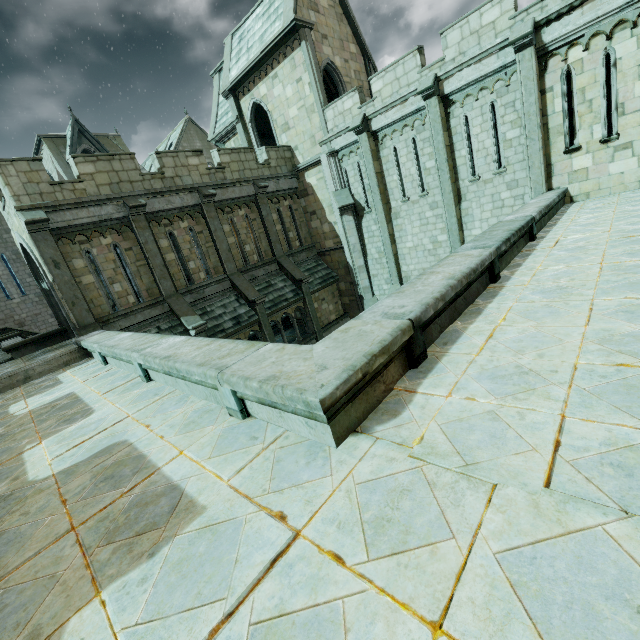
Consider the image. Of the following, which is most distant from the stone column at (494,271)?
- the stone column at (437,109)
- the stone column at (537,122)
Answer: the stone column at (437,109)

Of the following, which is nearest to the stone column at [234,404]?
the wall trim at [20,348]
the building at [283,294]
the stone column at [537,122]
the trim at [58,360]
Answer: the trim at [58,360]

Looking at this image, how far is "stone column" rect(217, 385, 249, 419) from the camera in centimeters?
353cm

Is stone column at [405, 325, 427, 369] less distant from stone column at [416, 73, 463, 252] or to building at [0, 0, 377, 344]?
building at [0, 0, 377, 344]

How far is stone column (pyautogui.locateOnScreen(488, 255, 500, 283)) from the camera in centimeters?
552cm

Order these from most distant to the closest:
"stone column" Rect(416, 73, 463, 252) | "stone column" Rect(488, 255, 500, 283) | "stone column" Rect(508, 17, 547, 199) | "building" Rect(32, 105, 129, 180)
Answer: "building" Rect(32, 105, 129, 180) → "stone column" Rect(416, 73, 463, 252) → "stone column" Rect(508, 17, 547, 199) → "stone column" Rect(488, 255, 500, 283)

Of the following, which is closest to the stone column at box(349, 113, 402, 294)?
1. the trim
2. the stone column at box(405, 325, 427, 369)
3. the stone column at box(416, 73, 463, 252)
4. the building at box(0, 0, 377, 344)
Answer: the building at box(0, 0, 377, 344)

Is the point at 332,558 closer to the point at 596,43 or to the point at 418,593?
the point at 418,593
